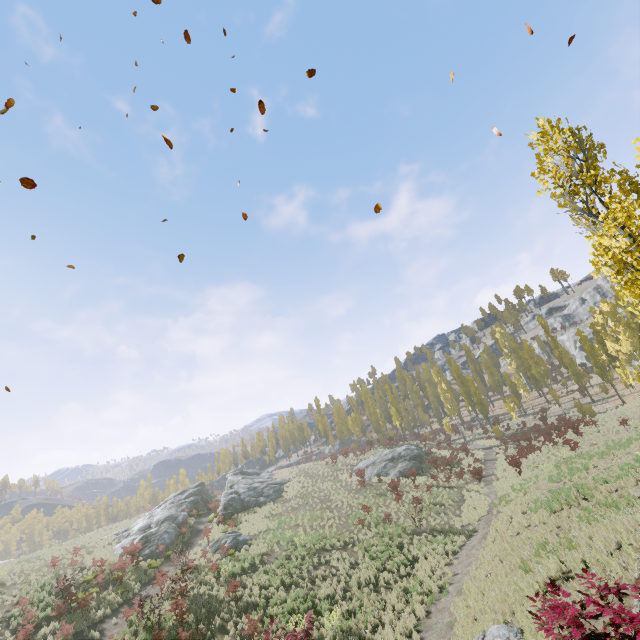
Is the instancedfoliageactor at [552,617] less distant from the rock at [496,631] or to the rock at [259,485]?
the rock at [496,631]

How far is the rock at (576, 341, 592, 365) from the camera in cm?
5622

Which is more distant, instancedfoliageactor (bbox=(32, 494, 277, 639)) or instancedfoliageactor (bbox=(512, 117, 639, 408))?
instancedfoliageactor (bbox=(32, 494, 277, 639))

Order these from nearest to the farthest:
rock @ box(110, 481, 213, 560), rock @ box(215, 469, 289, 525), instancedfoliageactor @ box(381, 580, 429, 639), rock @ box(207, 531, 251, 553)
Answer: instancedfoliageactor @ box(381, 580, 429, 639) < rock @ box(207, 531, 251, 553) < rock @ box(110, 481, 213, 560) < rock @ box(215, 469, 289, 525)

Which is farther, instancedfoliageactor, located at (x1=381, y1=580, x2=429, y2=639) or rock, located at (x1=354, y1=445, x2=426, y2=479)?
rock, located at (x1=354, y1=445, x2=426, y2=479)

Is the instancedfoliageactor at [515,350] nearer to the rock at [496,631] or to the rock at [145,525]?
the rock at [496,631]

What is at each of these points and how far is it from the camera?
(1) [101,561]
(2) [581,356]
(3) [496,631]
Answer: (1) instancedfoliageactor, 22.86m
(2) rock, 57.59m
(3) rock, 8.59m

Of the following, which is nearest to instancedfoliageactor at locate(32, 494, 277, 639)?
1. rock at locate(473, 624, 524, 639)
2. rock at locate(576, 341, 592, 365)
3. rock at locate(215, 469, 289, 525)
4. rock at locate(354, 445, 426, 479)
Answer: rock at locate(473, 624, 524, 639)
